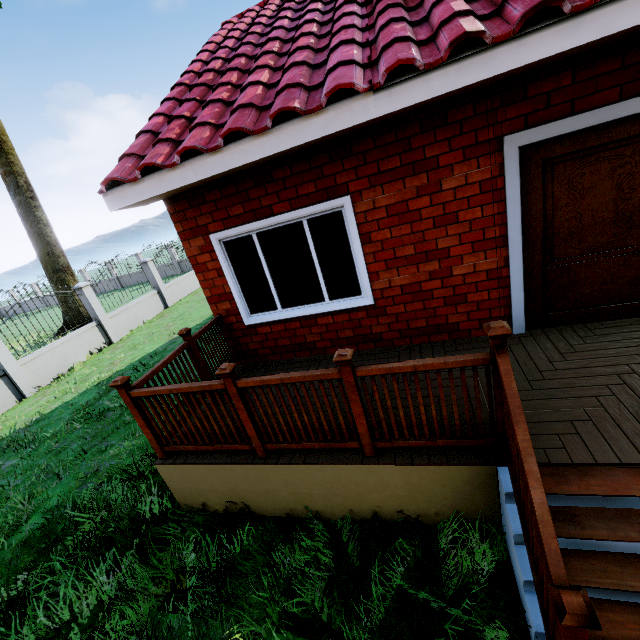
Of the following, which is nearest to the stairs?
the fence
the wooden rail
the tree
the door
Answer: Result: the wooden rail

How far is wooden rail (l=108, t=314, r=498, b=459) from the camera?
2.4m

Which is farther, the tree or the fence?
the tree

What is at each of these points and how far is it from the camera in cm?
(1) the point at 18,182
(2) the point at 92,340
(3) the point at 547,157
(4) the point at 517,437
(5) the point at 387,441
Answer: (1) tree, 1418
(2) fence, 1130
(3) door, 321
(4) stairs, 186
(5) wooden rail, 276

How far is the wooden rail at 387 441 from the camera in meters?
2.4 m

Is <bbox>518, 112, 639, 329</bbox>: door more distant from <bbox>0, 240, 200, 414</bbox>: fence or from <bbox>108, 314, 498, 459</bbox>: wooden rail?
<bbox>0, 240, 200, 414</bbox>: fence

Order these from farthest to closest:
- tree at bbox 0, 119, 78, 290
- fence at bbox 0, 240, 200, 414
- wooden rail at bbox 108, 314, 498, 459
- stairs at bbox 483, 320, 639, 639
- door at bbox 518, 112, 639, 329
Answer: tree at bbox 0, 119, 78, 290
fence at bbox 0, 240, 200, 414
door at bbox 518, 112, 639, 329
wooden rail at bbox 108, 314, 498, 459
stairs at bbox 483, 320, 639, 639

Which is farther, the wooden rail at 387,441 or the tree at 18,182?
the tree at 18,182
